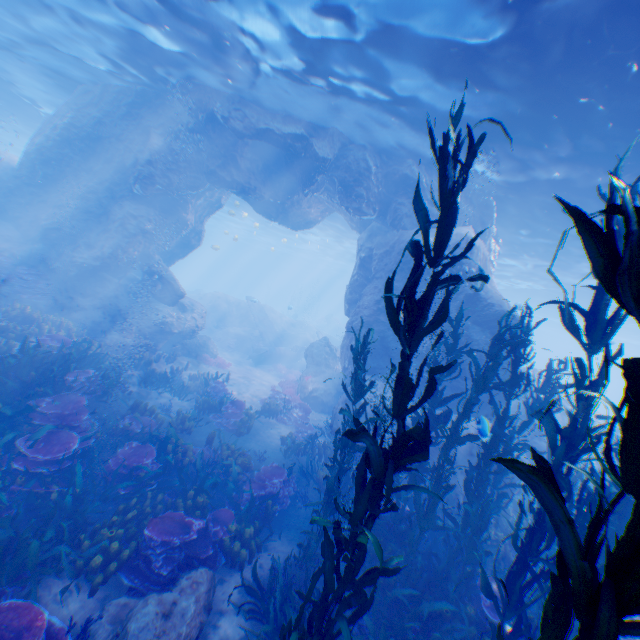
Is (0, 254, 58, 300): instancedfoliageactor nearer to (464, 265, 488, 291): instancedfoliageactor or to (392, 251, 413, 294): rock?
(392, 251, 413, 294): rock

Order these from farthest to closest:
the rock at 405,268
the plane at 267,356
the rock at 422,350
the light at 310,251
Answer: the light at 310,251 → the plane at 267,356 → the rock at 405,268 → the rock at 422,350

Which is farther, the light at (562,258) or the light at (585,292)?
the light at (585,292)

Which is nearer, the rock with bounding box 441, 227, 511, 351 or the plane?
the rock with bounding box 441, 227, 511, 351

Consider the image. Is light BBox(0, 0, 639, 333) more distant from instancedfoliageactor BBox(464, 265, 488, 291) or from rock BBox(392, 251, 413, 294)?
instancedfoliageactor BBox(464, 265, 488, 291)

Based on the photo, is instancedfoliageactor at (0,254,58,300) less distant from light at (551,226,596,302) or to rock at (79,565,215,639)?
rock at (79,565,215,639)

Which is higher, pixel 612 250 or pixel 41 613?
pixel 612 250

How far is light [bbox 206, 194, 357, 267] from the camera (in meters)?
31.05
